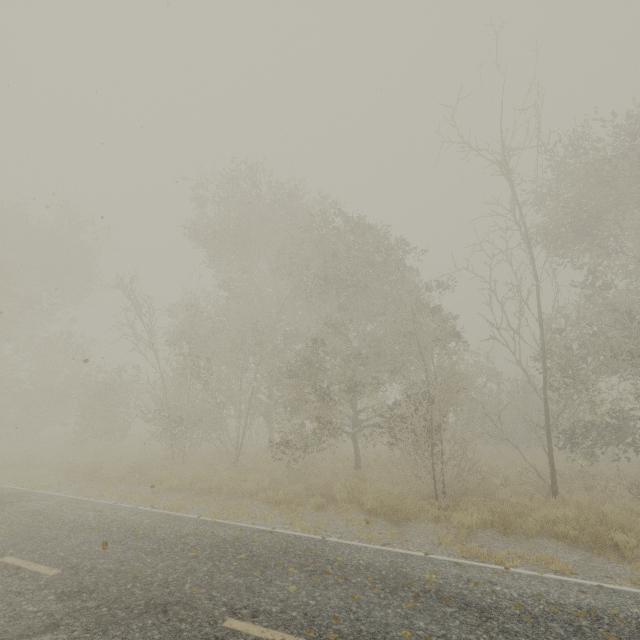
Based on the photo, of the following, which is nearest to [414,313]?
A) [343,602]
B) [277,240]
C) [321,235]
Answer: [321,235]
